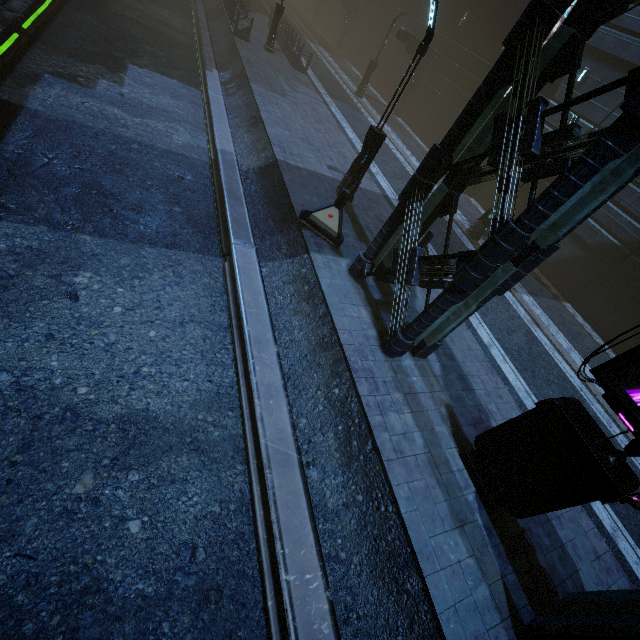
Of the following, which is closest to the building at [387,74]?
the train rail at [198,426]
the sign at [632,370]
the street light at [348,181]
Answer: the train rail at [198,426]

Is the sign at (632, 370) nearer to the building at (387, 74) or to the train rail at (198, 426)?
the building at (387, 74)

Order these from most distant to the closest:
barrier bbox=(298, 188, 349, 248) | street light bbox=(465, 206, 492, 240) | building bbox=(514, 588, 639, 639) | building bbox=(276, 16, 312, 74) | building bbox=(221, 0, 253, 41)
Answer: building bbox=(276, 16, 312, 74), building bbox=(221, 0, 253, 41), street light bbox=(465, 206, 492, 240), barrier bbox=(298, 188, 349, 248), building bbox=(514, 588, 639, 639)

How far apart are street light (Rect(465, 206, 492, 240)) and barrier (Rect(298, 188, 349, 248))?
8.8m

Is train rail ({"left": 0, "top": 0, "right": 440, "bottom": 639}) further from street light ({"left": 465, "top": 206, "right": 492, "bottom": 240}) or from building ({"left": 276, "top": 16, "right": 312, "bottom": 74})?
street light ({"left": 465, "top": 206, "right": 492, "bottom": 240})

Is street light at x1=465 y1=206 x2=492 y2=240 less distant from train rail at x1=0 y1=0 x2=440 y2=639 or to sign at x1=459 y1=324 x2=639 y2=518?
train rail at x1=0 y1=0 x2=440 y2=639

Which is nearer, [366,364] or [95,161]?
[366,364]

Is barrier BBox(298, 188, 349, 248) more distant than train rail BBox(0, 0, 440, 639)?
Yes
